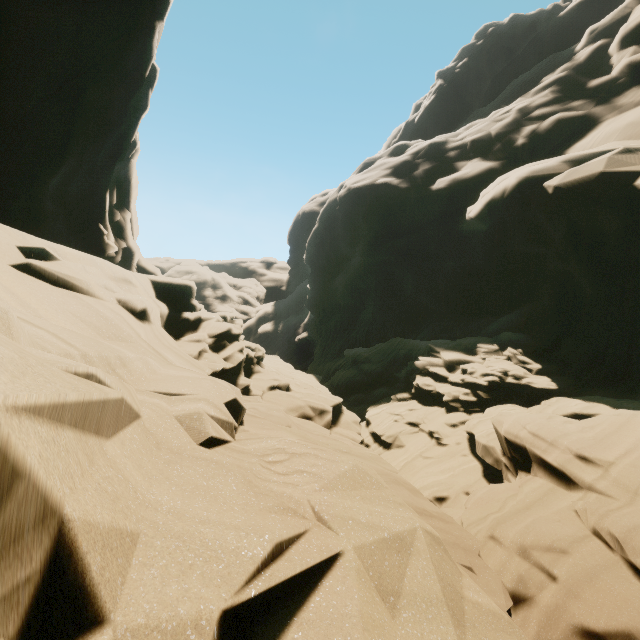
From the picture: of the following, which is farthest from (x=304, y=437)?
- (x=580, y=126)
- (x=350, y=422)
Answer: (x=580, y=126)
